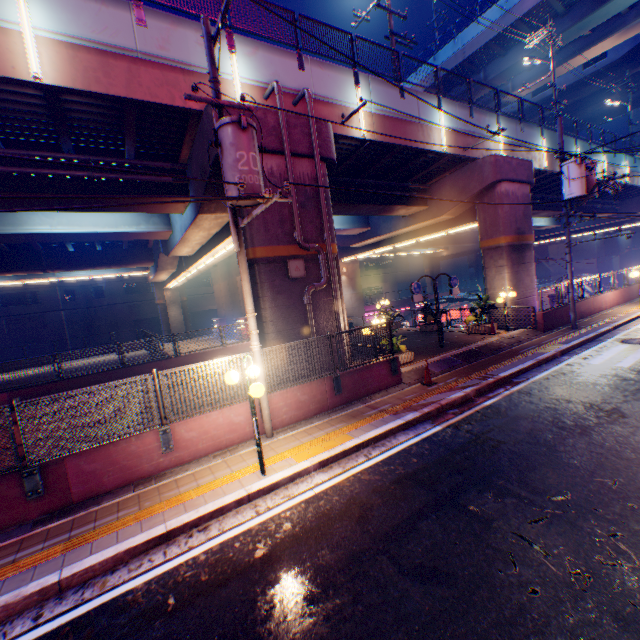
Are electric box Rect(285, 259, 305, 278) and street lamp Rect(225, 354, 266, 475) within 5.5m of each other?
yes

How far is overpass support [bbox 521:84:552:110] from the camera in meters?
40.0 m

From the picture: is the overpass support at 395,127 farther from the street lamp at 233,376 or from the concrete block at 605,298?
the street lamp at 233,376

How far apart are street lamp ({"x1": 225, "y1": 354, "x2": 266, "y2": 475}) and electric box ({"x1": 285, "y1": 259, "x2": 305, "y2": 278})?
4.1 meters

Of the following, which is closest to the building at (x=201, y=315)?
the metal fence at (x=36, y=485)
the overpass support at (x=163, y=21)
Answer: the overpass support at (x=163, y=21)

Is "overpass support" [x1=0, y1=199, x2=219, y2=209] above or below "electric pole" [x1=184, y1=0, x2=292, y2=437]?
above

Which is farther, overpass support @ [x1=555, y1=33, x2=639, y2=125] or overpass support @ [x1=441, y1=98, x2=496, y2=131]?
overpass support @ [x1=555, y1=33, x2=639, y2=125]

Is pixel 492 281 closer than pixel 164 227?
No
